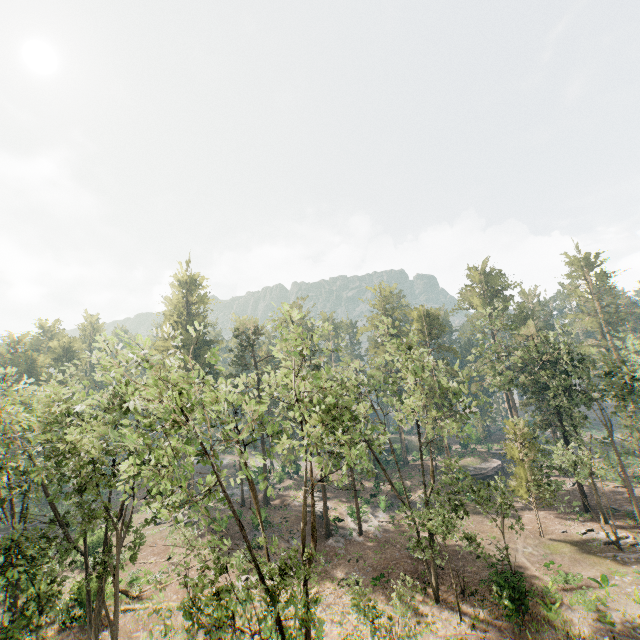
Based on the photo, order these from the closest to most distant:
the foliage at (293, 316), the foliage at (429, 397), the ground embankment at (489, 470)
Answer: the foliage at (429, 397) < the foliage at (293, 316) < the ground embankment at (489, 470)

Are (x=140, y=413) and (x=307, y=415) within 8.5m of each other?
yes

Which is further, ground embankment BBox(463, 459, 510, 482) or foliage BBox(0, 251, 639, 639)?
ground embankment BBox(463, 459, 510, 482)

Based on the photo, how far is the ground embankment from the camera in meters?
46.9

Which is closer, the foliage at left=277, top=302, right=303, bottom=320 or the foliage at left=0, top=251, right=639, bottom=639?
the foliage at left=0, top=251, right=639, bottom=639

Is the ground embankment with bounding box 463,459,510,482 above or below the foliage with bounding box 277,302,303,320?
below

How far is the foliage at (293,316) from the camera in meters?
17.5 m

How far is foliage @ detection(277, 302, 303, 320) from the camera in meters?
17.5
